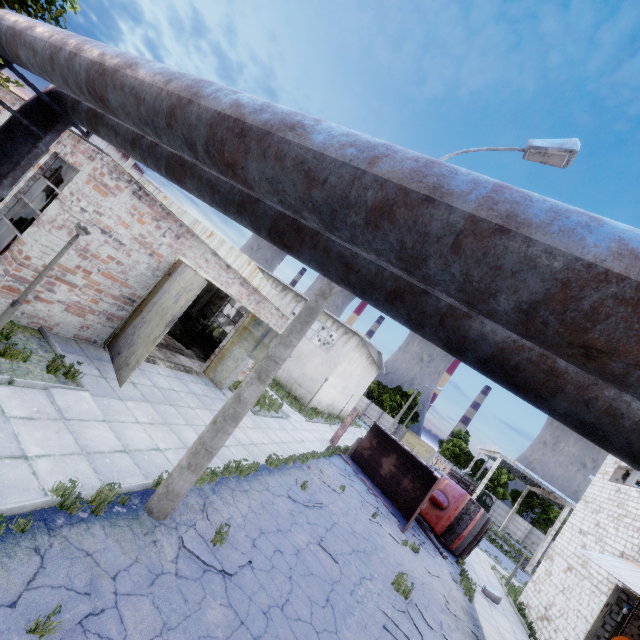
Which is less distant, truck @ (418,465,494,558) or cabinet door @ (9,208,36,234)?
cabinet door @ (9,208,36,234)

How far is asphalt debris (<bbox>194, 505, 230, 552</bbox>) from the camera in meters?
6.3 m

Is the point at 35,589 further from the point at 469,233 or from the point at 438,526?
the point at 438,526

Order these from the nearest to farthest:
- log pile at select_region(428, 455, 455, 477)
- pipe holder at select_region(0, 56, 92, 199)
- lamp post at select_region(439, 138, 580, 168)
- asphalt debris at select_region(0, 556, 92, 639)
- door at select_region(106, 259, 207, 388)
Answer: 1. asphalt debris at select_region(0, 556, 92, 639)
2. pipe holder at select_region(0, 56, 92, 199)
3. lamp post at select_region(439, 138, 580, 168)
4. door at select_region(106, 259, 207, 388)
5. log pile at select_region(428, 455, 455, 477)

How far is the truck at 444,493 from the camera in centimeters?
1775cm

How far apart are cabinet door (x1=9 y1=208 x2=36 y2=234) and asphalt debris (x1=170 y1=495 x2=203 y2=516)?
12.3 meters

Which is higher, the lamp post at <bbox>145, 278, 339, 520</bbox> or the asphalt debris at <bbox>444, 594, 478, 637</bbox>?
the lamp post at <bbox>145, 278, 339, 520</bbox>

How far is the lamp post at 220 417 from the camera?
6.0 meters
